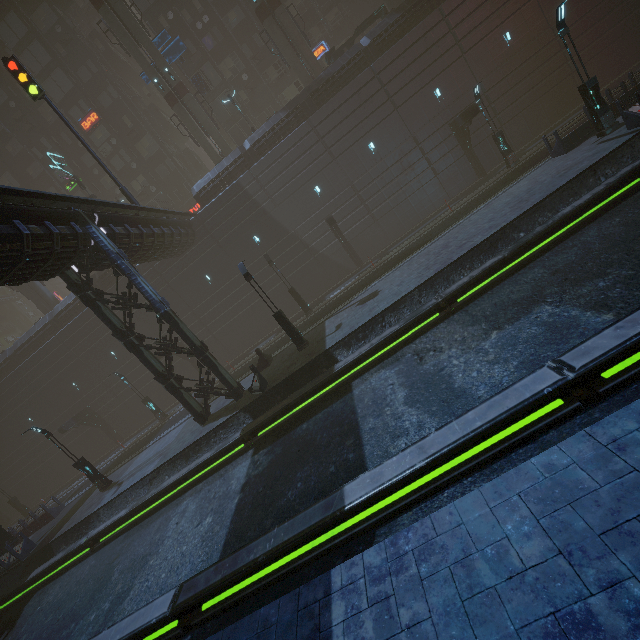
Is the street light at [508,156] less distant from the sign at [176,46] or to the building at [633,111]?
the building at [633,111]

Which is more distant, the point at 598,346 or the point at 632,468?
the point at 598,346

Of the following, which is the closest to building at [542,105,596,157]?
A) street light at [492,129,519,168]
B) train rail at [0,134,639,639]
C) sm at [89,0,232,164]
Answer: train rail at [0,134,639,639]

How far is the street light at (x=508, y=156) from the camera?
21.17m

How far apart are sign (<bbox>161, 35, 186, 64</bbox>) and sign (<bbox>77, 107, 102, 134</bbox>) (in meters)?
10.41

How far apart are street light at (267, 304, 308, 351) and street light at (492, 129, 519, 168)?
18.05m

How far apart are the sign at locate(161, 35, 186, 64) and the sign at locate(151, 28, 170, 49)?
0.2 meters

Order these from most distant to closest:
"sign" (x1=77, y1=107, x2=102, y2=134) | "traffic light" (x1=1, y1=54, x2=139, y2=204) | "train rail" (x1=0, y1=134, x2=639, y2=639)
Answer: "sign" (x1=77, y1=107, x2=102, y2=134), "traffic light" (x1=1, y1=54, x2=139, y2=204), "train rail" (x1=0, y1=134, x2=639, y2=639)
